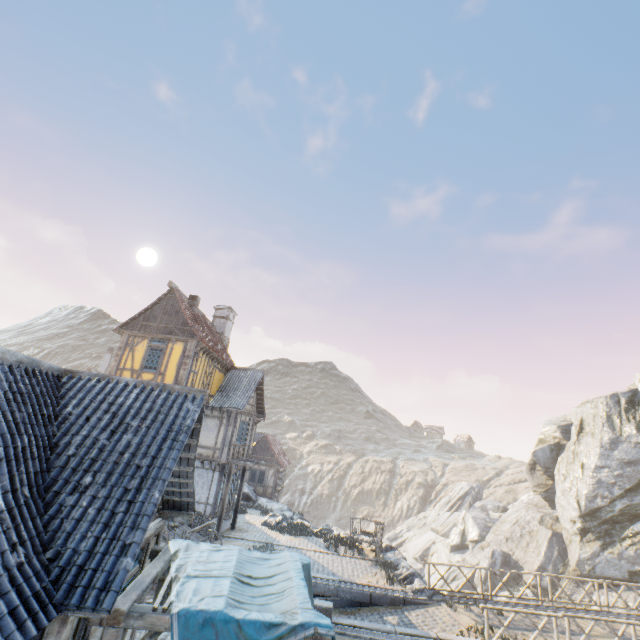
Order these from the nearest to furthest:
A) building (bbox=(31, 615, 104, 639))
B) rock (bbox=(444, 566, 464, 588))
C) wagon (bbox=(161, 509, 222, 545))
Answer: building (bbox=(31, 615, 104, 639)), wagon (bbox=(161, 509, 222, 545)), rock (bbox=(444, 566, 464, 588))

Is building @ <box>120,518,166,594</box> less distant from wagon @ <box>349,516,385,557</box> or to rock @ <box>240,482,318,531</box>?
rock @ <box>240,482,318,531</box>

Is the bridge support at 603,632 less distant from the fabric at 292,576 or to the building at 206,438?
the fabric at 292,576

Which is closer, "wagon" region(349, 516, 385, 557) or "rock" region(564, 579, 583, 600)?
"wagon" region(349, 516, 385, 557)

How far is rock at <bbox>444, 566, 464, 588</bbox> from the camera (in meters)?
30.98

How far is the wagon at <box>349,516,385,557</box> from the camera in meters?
18.6 m

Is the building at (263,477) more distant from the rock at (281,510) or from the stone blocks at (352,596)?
the stone blocks at (352,596)

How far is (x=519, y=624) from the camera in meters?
12.7
